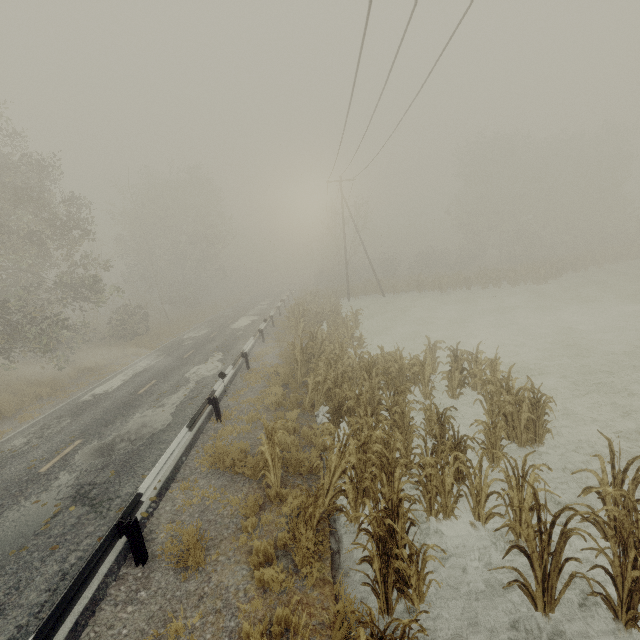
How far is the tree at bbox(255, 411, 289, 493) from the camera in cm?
651

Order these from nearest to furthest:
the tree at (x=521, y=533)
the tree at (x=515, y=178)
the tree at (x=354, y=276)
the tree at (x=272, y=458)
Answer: the tree at (x=521, y=533)
the tree at (x=272, y=458)
the tree at (x=515, y=178)
the tree at (x=354, y=276)

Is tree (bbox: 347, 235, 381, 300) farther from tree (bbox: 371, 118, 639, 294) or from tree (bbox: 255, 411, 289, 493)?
tree (bbox: 255, 411, 289, 493)

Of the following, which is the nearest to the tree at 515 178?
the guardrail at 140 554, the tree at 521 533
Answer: the guardrail at 140 554

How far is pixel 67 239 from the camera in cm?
1761

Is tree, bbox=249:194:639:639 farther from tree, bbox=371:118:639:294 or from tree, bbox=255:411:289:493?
tree, bbox=371:118:639:294

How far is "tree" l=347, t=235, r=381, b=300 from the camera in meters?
35.2 m

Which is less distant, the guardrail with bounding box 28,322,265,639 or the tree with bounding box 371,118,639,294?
the guardrail with bounding box 28,322,265,639
